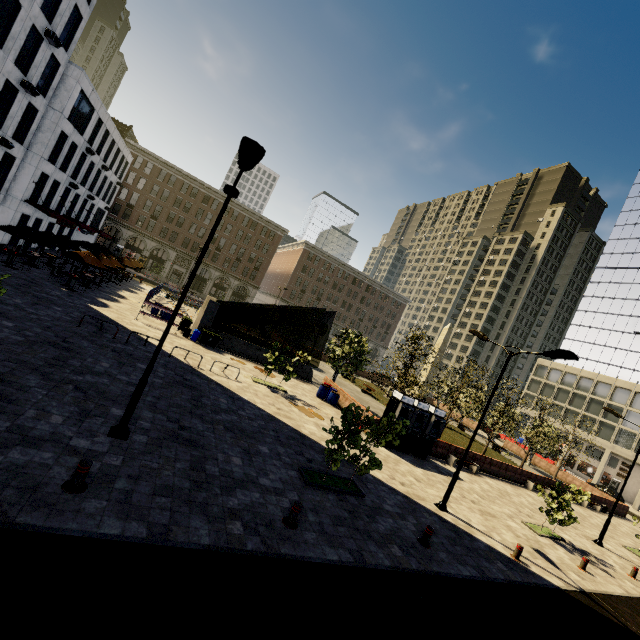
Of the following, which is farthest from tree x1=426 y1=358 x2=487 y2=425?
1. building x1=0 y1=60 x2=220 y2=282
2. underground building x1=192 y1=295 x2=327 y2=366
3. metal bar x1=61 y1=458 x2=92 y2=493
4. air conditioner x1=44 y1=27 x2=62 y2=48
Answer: air conditioner x1=44 y1=27 x2=62 y2=48

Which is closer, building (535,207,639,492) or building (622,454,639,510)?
building (622,454,639,510)

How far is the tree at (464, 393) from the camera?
25.07m

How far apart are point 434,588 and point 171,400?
10.4m

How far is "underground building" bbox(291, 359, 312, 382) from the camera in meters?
28.1 m

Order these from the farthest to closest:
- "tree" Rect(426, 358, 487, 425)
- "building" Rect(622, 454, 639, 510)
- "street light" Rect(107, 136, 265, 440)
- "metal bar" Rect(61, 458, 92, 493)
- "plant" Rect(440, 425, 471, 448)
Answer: "building" Rect(622, 454, 639, 510) → "plant" Rect(440, 425, 471, 448) → "tree" Rect(426, 358, 487, 425) → "street light" Rect(107, 136, 265, 440) → "metal bar" Rect(61, 458, 92, 493)

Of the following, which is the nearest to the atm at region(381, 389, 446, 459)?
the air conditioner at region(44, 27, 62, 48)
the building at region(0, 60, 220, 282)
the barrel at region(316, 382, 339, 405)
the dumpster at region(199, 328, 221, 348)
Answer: the barrel at region(316, 382, 339, 405)

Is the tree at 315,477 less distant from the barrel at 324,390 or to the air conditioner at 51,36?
the barrel at 324,390
